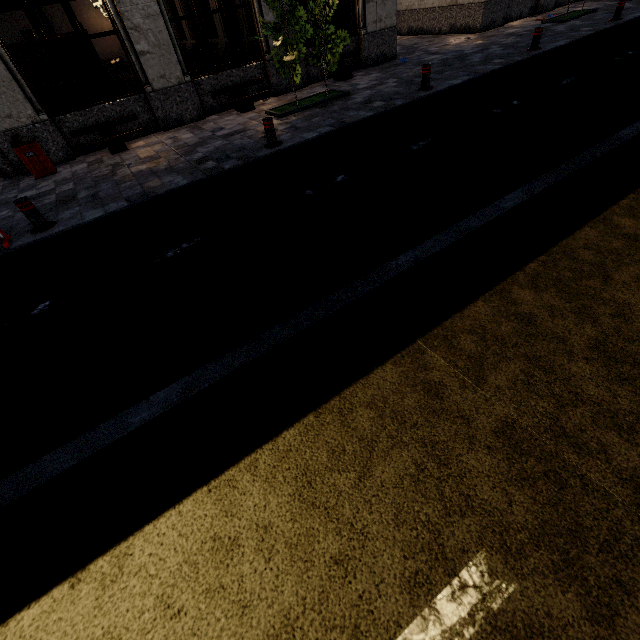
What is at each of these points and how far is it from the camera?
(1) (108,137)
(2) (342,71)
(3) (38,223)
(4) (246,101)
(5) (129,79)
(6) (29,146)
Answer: (1) bench, 9.0 meters
(2) bench, 11.3 meters
(3) metal bar, 5.9 meters
(4) bench, 10.2 meters
(5) building, 21.4 meters
(6) trash bin, 8.3 meters

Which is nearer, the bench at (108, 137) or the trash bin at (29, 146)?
the trash bin at (29, 146)

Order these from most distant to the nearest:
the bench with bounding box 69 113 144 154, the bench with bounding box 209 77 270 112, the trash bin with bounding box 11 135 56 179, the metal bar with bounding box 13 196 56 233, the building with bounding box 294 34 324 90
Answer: the building with bounding box 294 34 324 90 → the bench with bounding box 209 77 270 112 → the bench with bounding box 69 113 144 154 → the trash bin with bounding box 11 135 56 179 → the metal bar with bounding box 13 196 56 233

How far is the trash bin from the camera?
7.9m

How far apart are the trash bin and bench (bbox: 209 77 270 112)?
4.9 meters

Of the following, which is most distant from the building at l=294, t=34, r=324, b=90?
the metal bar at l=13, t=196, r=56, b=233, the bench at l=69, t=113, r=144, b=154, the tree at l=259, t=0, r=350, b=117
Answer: the metal bar at l=13, t=196, r=56, b=233

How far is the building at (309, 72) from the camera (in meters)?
11.20
